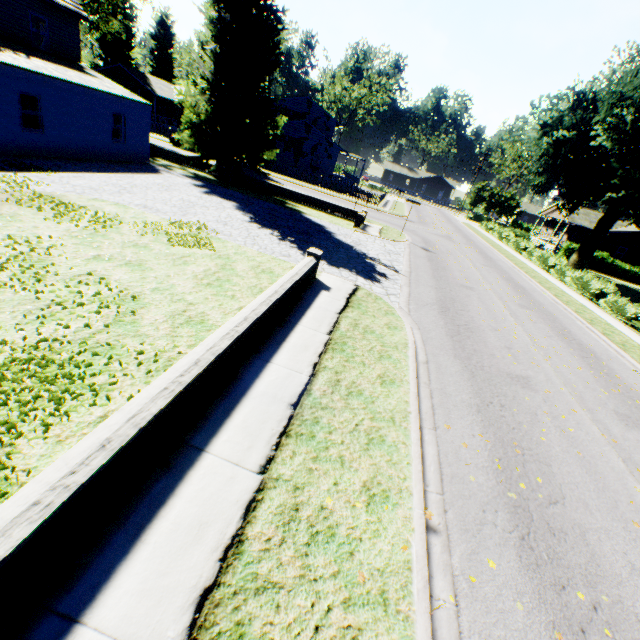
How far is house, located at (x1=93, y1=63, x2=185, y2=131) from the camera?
43.5m

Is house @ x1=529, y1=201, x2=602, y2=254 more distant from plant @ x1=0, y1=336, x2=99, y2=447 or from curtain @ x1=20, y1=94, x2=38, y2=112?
curtain @ x1=20, y1=94, x2=38, y2=112

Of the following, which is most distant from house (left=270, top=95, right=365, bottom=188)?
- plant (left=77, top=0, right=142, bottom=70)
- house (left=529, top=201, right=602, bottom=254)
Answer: house (left=529, top=201, right=602, bottom=254)

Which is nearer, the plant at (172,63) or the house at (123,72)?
the house at (123,72)

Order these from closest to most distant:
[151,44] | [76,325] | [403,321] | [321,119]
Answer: [76,325]
[403,321]
[321,119]
[151,44]

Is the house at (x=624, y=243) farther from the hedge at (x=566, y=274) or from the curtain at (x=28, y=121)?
the curtain at (x=28, y=121)

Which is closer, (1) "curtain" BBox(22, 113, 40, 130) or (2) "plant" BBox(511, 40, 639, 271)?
(1) "curtain" BBox(22, 113, 40, 130)
